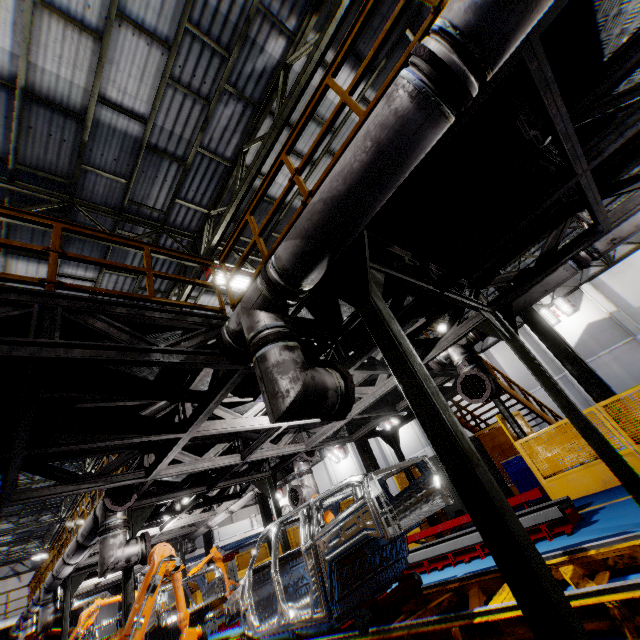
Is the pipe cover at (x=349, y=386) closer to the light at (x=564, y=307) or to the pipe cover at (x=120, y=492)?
the pipe cover at (x=120, y=492)

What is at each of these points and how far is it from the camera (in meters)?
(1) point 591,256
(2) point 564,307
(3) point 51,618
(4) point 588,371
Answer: →
(1) vent pipe, 5.05
(2) light, 20.73
(3) vent pipe, 10.90
(4) metal pole, 8.14

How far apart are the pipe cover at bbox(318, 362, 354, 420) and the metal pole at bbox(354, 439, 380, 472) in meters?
10.5 m

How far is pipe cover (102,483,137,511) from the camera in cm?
630

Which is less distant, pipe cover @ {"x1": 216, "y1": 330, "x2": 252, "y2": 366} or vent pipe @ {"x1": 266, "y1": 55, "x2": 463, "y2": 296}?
vent pipe @ {"x1": 266, "y1": 55, "x2": 463, "y2": 296}

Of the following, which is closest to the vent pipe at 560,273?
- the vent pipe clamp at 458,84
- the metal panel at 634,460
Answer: the metal panel at 634,460

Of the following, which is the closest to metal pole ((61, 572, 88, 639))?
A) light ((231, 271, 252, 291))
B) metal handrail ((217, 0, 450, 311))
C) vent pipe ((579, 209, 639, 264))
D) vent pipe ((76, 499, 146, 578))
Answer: vent pipe ((76, 499, 146, 578))

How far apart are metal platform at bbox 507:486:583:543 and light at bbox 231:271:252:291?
7.45m
